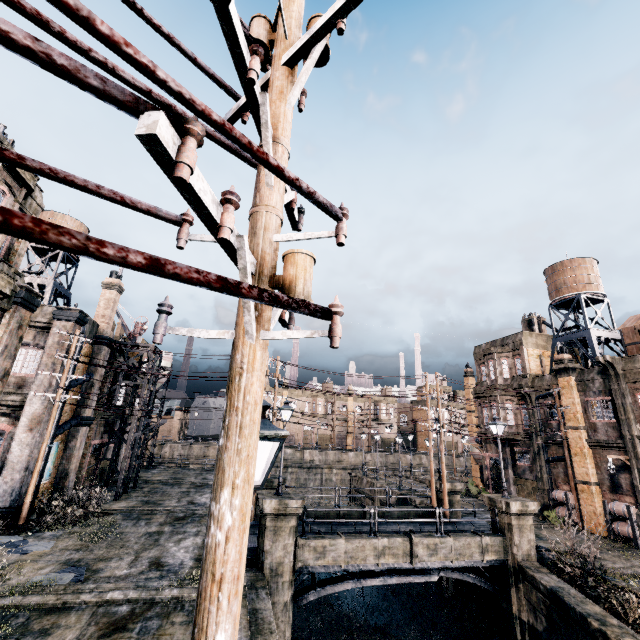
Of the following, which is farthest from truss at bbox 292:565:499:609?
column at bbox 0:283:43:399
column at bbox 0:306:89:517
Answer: column at bbox 0:306:89:517

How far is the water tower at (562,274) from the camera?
27.5 meters

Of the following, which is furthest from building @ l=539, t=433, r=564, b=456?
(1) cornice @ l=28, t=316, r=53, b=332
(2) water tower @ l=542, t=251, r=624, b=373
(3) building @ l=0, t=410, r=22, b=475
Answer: (3) building @ l=0, t=410, r=22, b=475

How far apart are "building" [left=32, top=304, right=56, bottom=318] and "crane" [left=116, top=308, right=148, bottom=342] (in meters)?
7.85

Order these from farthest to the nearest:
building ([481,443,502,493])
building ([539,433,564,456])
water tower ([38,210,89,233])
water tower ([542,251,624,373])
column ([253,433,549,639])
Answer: building ([481,443,502,493]) → water tower ([542,251,624,373]) → building ([539,433,564,456]) → water tower ([38,210,89,233]) → column ([253,433,549,639])

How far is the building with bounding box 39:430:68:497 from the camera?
20.07m

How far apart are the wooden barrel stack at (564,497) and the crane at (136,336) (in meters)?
36.52

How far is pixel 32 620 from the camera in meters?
9.1
